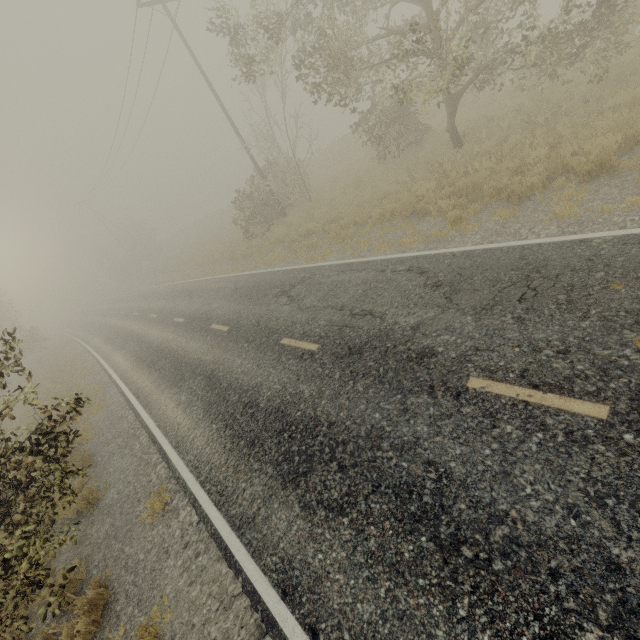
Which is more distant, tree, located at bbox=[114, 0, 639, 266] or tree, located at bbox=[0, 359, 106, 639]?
tree, located at bbox=[114, 0, 639, 266]

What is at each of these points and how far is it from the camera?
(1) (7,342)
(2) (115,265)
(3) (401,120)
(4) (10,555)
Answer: (1) tree, 4.9 meters
(2) tree, 51.5 meters
(3) tree, 14.6 meters
(4) tree, 4.6 meters

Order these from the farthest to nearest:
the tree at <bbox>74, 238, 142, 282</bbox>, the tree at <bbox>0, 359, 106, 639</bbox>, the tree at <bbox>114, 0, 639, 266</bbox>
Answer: the tree at <bbox>74, 238, 142, 282</bbox> < the tree at <bbox>114, 0, 639, 266</bbox> < the tree at <bbox>0, 359, 106, 639</bbox>

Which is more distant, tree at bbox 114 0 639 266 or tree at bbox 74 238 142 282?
tree at bbox 74 238 142 282

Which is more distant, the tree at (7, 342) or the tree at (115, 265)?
the tree at (115, 265)

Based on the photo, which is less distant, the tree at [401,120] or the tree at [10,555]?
the tree at [10,555]

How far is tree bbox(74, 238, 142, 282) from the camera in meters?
47.4
